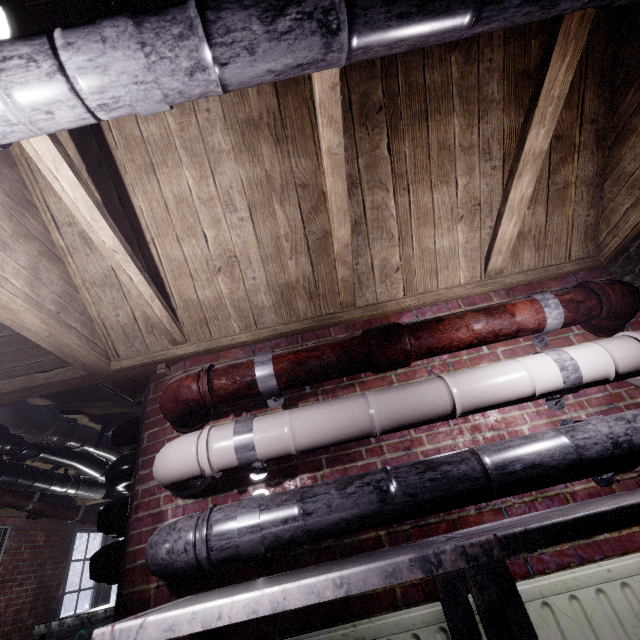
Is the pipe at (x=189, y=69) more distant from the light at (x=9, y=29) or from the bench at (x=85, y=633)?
the bench at (x=85, y=633)

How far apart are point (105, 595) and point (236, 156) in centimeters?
758cm

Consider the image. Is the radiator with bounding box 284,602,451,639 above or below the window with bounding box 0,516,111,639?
below

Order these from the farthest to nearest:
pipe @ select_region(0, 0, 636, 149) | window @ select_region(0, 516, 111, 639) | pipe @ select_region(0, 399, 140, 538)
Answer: window @ select_region(0, 516, 111, 639)
pipe @ select_region(0, 399, 140, 538)
pipe @ select_region(0, 0, 636, 149)

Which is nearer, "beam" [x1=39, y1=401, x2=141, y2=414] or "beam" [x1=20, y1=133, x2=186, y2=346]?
"beam" [x1=20, y1=133, x2=186, y2=346]

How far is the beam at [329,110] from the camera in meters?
1.2

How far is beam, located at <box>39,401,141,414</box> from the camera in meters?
2.6

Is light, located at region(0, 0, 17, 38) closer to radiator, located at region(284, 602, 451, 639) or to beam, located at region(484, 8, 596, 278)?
beam, located at region(484, 8, 596, 278)
